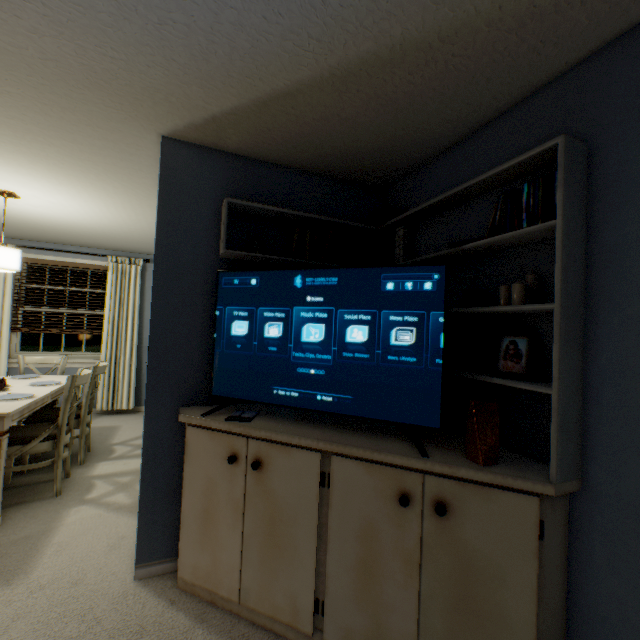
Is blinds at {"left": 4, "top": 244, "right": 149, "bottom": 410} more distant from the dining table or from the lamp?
the lamp

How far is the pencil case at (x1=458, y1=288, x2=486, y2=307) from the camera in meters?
1.5 m

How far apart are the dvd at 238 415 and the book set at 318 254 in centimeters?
97cm

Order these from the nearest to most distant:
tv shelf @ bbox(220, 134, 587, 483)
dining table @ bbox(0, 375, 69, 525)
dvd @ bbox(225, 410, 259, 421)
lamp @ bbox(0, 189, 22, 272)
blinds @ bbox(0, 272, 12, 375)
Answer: tv shelf @ bbox(220, 134, 587, 483) < dvd @ bbox(225, 410, 259, 421) < dining table @ bbox(0, 375, 69, 525) < lamp @ bbox(0, 189, 22, 272) < blinds @ bbox(0, 272, 12, 375)

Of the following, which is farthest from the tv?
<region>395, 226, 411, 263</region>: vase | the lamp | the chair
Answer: the lamp

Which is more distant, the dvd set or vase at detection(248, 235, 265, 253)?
vase at detection(248, 235, 265, 253)

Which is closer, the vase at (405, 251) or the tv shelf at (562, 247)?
the tv shelf at (562, 247)

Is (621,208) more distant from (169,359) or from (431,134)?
(169,359)
